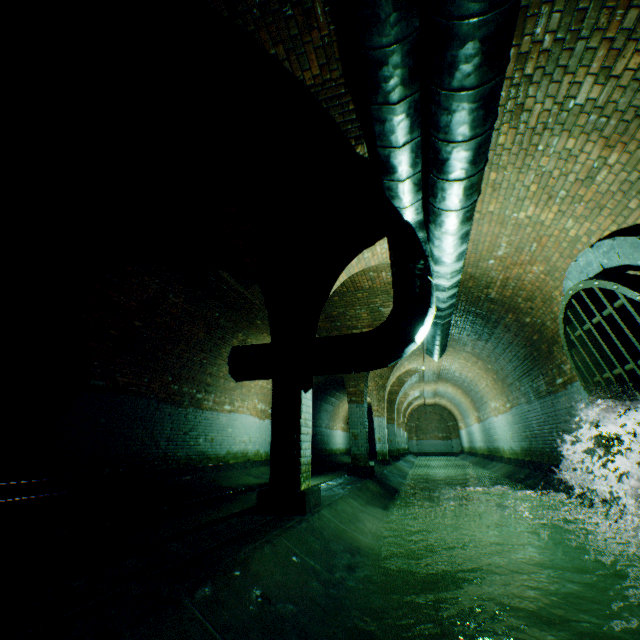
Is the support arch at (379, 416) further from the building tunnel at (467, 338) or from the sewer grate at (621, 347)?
the sewer grate at (621, 347)

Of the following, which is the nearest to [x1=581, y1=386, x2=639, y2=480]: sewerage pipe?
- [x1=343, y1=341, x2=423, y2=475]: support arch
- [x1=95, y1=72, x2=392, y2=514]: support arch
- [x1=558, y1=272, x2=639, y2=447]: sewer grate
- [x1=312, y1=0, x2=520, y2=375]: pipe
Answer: [x1=558, y1=272, x2=639, y2=447]: sewer grate

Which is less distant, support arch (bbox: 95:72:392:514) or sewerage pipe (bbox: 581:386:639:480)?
support arch (bbox: 95:72:392:514)

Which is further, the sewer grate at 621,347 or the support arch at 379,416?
the support arch at 379,416

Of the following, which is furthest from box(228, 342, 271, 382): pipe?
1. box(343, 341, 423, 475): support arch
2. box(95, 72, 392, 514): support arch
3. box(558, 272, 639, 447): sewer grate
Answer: box(558, 272, 639, 447): sewer grate

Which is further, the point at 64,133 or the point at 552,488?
the point at 552,488

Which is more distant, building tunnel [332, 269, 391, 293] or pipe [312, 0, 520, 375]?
building tunnel [332, 269, 391, 293]

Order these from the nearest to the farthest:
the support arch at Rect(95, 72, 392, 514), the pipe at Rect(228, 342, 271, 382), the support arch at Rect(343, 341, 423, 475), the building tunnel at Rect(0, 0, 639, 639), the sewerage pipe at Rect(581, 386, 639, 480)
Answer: the building tunnel at Rect(0, 0, 639, 639) < the support arch at Rect(95, 72, 392, 514) < the sewerage pipe at Rect(581, 386, 639, 480) < the pipe at Rect(228, 342, 271, 382) < the support arch at Rect(343, 341, 423, 475)
